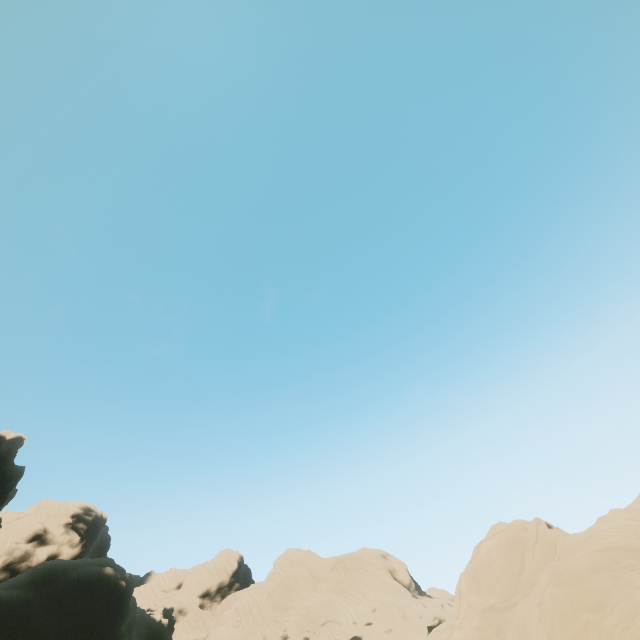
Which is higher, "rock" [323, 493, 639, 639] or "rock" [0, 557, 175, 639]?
"rock" [0, 557, 175, 639]

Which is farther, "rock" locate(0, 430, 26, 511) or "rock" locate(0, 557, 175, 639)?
"rock" locate(0, 430, 26, 511)

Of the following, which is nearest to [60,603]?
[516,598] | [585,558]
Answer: [516,598]

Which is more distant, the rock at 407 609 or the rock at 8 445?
the rock at 8 445

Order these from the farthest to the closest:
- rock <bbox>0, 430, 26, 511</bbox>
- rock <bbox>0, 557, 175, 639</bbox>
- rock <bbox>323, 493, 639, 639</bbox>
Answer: rock <bbox>0, 430, 26, 511</bbox> → rock <bbox>0, 557, 175, 639</bbox> → rock <bbox>323, 493, 639, 639</bbox>
